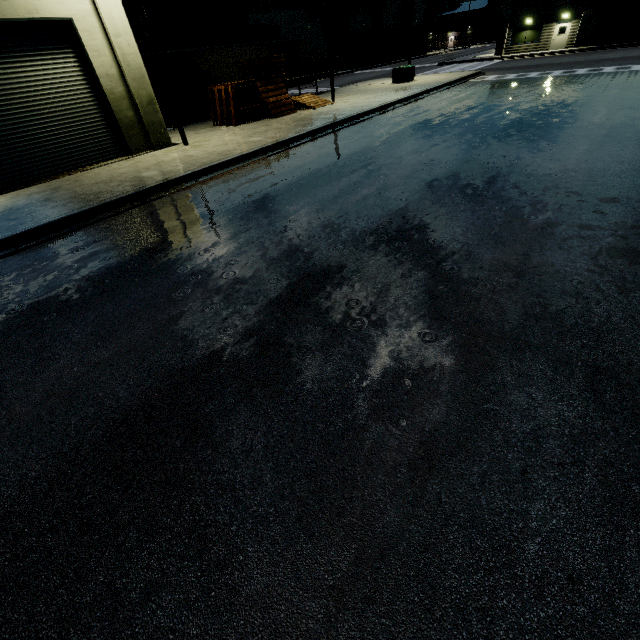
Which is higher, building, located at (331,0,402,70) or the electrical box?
building, located at (331,0,402,70)

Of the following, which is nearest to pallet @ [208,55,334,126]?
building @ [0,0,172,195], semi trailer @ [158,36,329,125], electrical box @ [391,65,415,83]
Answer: building @ [0,0,172,195]

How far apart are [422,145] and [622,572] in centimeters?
1159cm

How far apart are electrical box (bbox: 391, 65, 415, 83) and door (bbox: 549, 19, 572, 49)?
23.4 meters

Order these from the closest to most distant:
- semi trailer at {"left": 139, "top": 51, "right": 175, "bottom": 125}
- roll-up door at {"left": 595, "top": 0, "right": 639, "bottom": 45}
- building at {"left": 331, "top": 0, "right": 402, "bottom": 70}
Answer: semi trailer at {"left": 139, "top": 51, "right": 175, "bottom": 125}
roll-up door at {"left": 595, "top": 0, "right": 639, "bottom": 45}
building at {"left": 331, "top": 0, "right": 402, "bottom": 70}

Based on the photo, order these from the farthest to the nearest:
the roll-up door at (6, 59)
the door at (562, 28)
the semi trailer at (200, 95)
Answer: the door at (562, 28)
the semi trailer at (200, 95)
the roll-up door at (6, 59)

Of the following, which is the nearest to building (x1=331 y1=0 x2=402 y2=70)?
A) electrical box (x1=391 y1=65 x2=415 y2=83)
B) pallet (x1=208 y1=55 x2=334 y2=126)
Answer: pallet (x1=208 y1=55 x2=334 y2=126)

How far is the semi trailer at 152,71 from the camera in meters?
19.1
